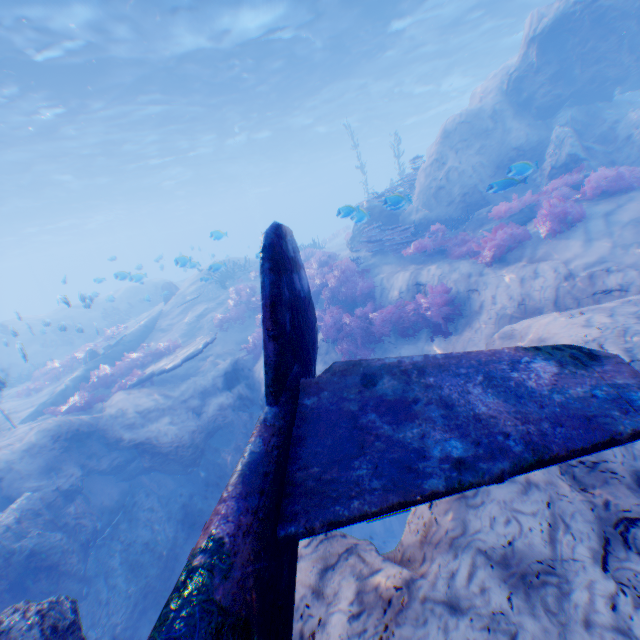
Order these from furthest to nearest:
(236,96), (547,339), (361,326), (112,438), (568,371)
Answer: (236,96)
(361,326)
(112,438)
(547,339)
(568,371)

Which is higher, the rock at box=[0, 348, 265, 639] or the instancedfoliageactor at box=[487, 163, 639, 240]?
the instancedfoliageactor at box=[487, 163, 639, 240]

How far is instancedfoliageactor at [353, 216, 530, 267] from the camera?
8.98m

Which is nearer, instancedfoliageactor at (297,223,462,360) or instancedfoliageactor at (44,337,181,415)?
instancedfoliageactor at (297,223,462,360)

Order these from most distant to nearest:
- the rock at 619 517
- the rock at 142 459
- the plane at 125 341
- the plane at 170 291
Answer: the plane at 170 291, the plane at 125 341, the rock at 142 459, the rock at 619 517

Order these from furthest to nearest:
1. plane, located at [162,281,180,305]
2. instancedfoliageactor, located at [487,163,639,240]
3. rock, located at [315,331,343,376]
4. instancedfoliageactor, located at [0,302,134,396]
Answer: plane, located at [162,281,180,305] → instancedfoliageactor, located at [0,302,134,396] → rock, located at [315,331,343,376] → instancedfoliageactor, located at [487,163,639,240]

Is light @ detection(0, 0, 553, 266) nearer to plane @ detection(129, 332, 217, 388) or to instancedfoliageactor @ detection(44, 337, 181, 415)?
instancedfoliageactor @ detection(44, 337, 181, 415)

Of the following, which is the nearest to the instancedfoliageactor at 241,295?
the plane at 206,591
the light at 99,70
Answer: the plane at 206,591
